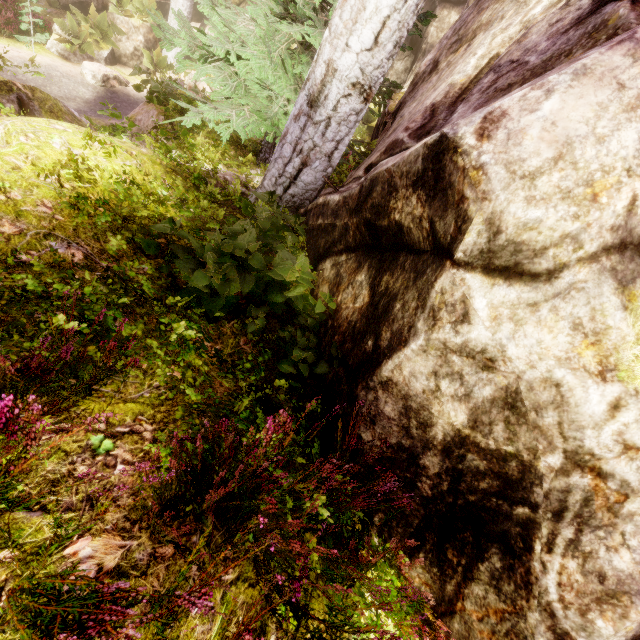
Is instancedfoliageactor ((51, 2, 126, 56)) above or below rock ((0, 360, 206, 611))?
below

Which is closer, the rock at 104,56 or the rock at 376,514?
the rock at 376,514

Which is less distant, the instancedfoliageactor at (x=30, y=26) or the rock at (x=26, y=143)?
the rock at (x=26, y=143)

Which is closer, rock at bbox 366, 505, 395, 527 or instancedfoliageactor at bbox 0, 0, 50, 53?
rock at bbox 366, 505, 395, 527

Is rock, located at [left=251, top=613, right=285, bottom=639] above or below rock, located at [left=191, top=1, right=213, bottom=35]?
above

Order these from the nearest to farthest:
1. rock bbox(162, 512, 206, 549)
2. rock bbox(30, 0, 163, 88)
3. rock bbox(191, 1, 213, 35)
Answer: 1. rock bbox(162, 512, 206, 549)
2. rock bbox(30, 0, 163, 88)
3. rock bbox(191, 1, 213, 35)

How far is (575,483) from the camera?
1.85m
